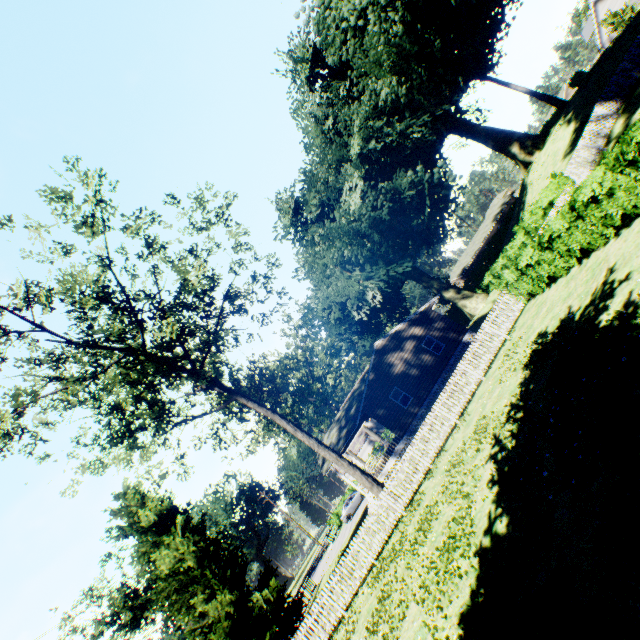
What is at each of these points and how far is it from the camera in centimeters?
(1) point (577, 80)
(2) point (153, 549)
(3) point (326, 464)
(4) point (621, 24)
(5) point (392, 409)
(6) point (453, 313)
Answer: (1) hedge, 3094cm
(2) plant, 2181cm
(3) house, 2527cm
(4) plant, 3719cm
(5) house, 2522cm
(6) hedge, 5088cm

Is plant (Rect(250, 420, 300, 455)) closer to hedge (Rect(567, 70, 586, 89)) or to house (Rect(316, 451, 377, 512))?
hedge (Rect(567, 70, 586, 89))

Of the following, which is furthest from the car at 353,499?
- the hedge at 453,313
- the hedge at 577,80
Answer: the hedge at 577,80

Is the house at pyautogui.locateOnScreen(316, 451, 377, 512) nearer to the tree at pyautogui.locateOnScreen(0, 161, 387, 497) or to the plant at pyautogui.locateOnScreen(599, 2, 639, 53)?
the plant at pyautogui.locateOnScreen(599, 2, 639, 53)

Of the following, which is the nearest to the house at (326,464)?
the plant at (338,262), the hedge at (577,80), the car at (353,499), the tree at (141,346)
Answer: the plant at (338,262)

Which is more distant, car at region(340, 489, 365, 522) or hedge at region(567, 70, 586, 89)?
car at region(340, 489, 365, 522)

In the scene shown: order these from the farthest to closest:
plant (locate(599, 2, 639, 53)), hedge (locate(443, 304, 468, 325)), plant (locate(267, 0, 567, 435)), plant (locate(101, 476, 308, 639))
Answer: hedge (locate(443, 304, 468, 325)), plant (locate(599, 2, 639, 53)), plant (locate(267, 0, 567, 435)), plant (locate(101, 476, 308, 639))
